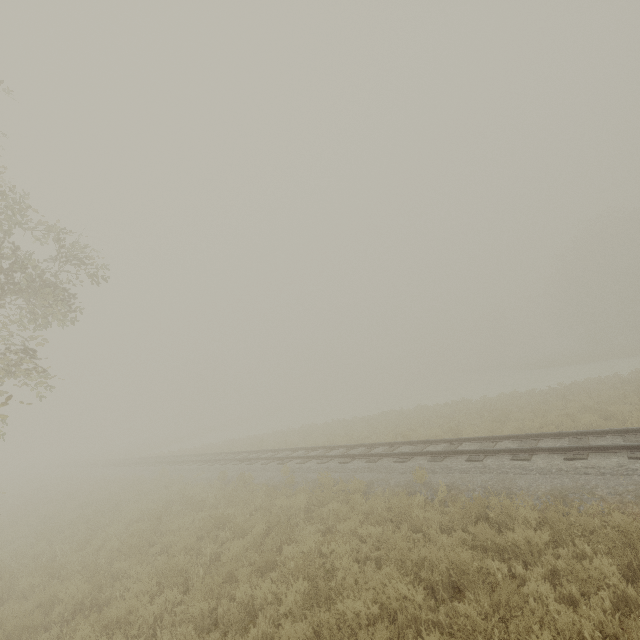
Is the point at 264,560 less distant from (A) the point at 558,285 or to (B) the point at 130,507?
(B) the point at 130,507
